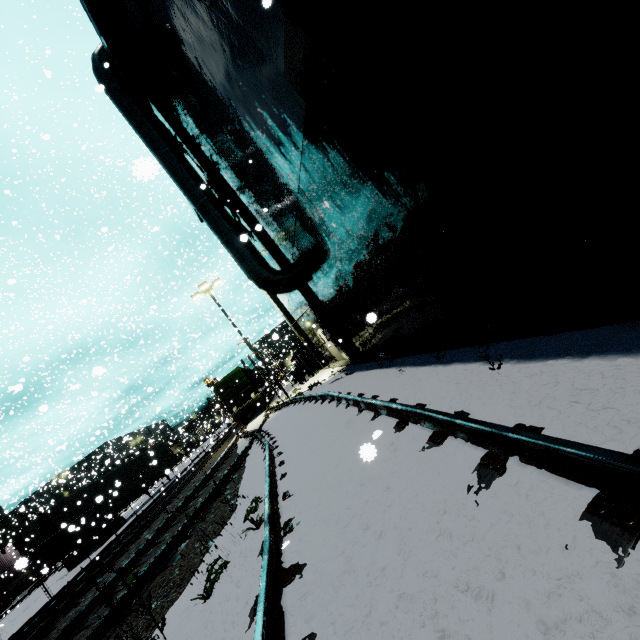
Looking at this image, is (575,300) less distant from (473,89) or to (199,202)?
(473,89)

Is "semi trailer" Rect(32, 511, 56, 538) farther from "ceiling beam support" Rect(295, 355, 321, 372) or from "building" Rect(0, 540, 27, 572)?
"ceiling beam support" Rect(295, 355, 321, 372)

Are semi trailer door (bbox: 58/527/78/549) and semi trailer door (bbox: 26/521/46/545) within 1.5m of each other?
yes

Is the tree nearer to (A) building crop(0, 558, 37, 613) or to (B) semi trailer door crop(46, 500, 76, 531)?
(A) building crop(0, 558, 37, 613)

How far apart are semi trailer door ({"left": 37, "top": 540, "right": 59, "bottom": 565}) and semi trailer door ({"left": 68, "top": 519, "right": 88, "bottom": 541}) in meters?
0.5 m

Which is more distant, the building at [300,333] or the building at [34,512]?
the building at [34,512]

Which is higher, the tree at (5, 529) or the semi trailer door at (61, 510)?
the tree at (5, 529)

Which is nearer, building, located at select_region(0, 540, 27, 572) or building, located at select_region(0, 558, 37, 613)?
building, located at select_region(0, 558, 37, 613)
